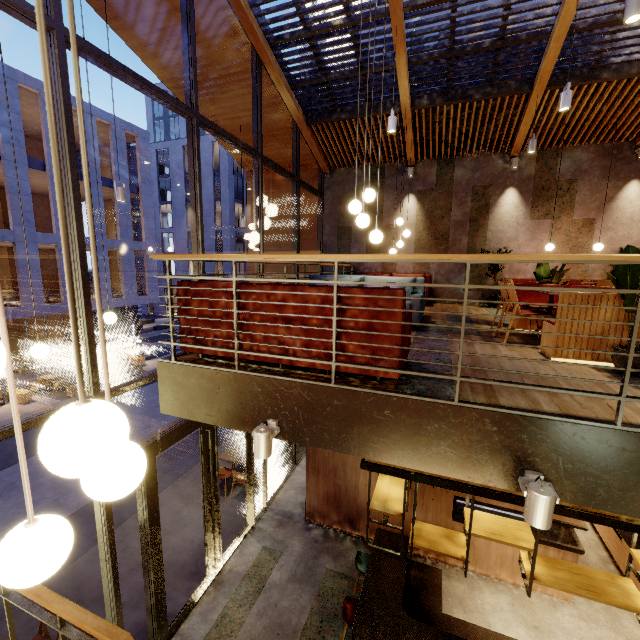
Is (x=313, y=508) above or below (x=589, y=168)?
below

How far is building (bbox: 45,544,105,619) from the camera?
5.9 meters

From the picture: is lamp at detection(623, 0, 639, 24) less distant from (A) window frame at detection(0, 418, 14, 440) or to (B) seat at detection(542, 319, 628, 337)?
(B) seat at detection(542, 319, 628, 337)

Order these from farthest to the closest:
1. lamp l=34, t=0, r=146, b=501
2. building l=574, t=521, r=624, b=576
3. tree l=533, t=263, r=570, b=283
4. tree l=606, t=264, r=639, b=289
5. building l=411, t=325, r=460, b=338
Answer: building l=574, t=521, r=624, b=576 < tree l=533, t=263, r=570, b=283 < building l=411, t=325, r=460, b=338 < tree l=606, t=264, r=639, b=289 < lamp l=34, t=0, r=146, b=501

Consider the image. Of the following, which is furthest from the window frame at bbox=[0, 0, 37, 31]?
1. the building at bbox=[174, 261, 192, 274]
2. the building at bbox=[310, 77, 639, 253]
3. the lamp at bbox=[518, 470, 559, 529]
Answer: the building at bbox=[174, 261, 192, 274]

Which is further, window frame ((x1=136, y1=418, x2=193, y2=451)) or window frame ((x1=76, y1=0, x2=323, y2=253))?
window frame ((x1=136, y1=418, x2=193, y2=451))

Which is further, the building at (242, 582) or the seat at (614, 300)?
the building at (242, 582)

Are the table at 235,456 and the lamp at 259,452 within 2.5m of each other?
no
